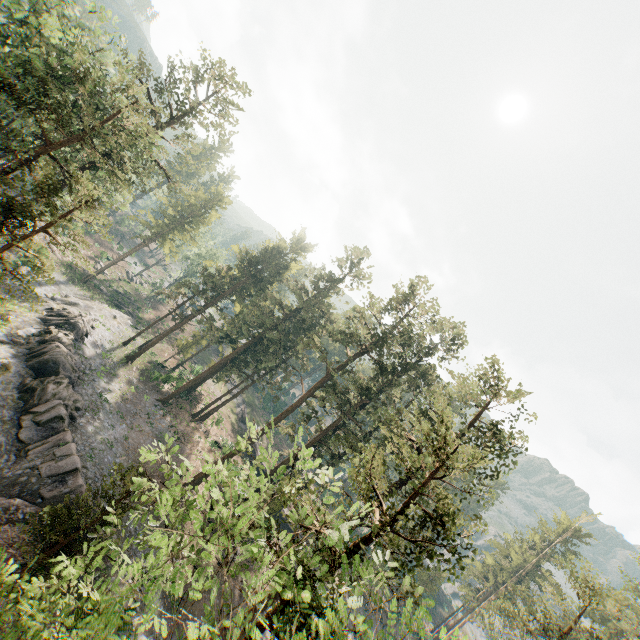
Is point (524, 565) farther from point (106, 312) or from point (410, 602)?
point (106, 312)

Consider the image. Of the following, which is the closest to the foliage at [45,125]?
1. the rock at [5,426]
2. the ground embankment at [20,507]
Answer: the ground embankment at [20,507]

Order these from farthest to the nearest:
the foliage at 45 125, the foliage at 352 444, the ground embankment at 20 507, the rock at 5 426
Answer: the rock at 5 426
the ground embankment at 20 507
the foliage at 45 125
the foliage at 352 444

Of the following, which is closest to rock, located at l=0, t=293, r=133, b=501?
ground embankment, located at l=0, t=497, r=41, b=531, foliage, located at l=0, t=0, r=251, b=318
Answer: ground embankment, located at l=0, t=497, r=41, b=531

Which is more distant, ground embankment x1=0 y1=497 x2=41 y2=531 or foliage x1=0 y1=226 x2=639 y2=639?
ground embankment x1=0 y1=497 x2=41 y2=531

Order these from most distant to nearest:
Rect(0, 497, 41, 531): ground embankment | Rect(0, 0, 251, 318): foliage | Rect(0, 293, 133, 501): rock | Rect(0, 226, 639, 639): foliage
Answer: Rect(0, 293, 133, 501): rock → Rect(0, 497, 41, 531): ground embankment → Rect(0, 0, 251, 318): foliage → Rect(0, 226, 639, 639): foliage

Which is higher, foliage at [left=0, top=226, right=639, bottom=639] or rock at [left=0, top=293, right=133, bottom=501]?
foliage at [left=0, top=226, right=639, bottom=639]
